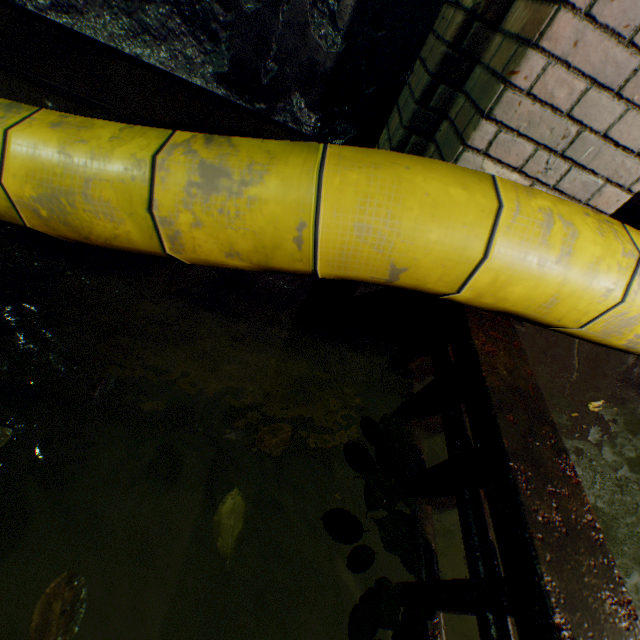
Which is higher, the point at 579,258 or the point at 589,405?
the point at 579,258

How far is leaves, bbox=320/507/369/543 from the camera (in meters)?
1.01

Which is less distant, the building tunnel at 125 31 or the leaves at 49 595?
the leaves at 49 595

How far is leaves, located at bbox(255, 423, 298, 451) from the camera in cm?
110

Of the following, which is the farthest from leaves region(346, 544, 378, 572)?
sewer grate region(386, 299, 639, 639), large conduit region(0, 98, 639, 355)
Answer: large conduit region(0, 98, 639, 355)

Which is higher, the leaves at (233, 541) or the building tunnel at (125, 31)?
the building tunnel at (125, 31)
